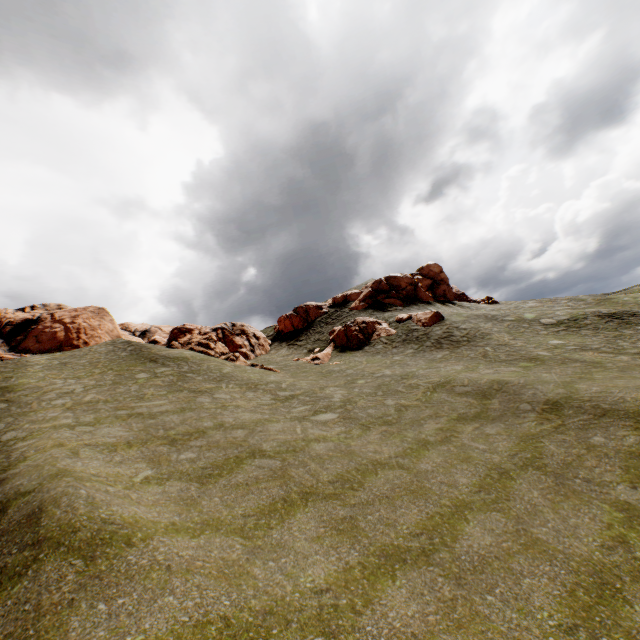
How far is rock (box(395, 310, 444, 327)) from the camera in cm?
3297

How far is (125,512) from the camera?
7.8m

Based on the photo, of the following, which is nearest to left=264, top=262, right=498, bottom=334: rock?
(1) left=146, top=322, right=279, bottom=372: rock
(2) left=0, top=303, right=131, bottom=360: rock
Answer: (1) left=146, top=322, right=279, bottom=372: rock

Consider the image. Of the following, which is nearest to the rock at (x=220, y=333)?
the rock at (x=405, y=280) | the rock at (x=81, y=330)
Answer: the rock at (x=405, y=280)

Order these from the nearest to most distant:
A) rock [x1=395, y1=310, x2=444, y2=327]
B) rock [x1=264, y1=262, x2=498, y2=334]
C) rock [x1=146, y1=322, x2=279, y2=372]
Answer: rock [x1=146, y1=322, x2=279, y2=372], rock [x1=395, y1=310, x2=444, y2=327], rock [x1=264, y1=262, x2=498, y2=334]

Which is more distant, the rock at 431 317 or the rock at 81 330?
the rock at 431 317
